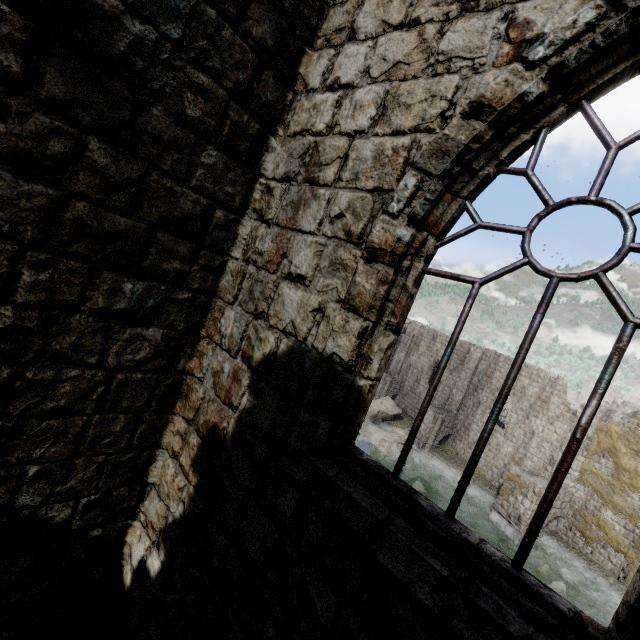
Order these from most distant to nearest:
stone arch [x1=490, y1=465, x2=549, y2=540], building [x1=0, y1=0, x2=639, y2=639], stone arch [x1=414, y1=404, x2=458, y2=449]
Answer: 1. stone arch [x1=414, y1=404, x2=458, y2=449]
2. stone arch [x1=490, y1=465, x2=549, y2=540]
3. building [x1=0, y1=0, x2=639, y2=639]

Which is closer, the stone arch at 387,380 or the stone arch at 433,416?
the stone arch at 433,416

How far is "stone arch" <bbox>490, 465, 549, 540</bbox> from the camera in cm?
1944

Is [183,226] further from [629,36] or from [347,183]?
[629,36]

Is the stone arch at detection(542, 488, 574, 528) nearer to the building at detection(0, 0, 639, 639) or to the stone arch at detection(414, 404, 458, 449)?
the building at detection(0, 0, 639, 639)

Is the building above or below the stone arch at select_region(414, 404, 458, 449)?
above

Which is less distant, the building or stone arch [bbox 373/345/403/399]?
the building

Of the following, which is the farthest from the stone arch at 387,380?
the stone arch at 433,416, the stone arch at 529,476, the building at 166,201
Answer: the stone arch at 529,476
